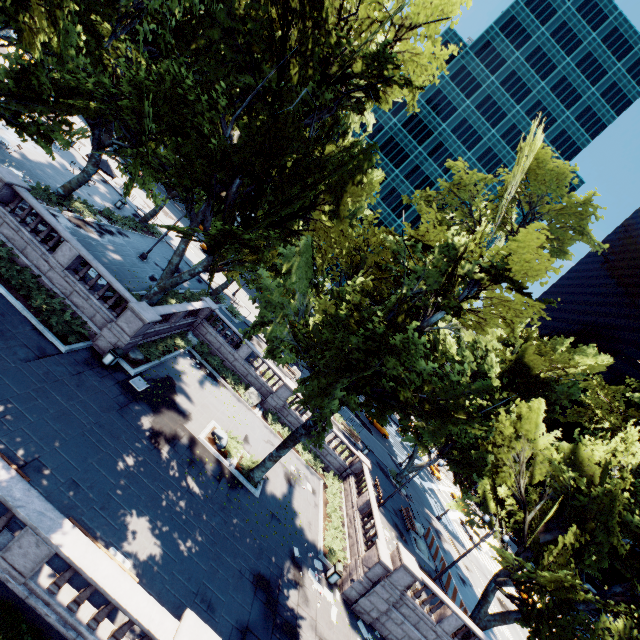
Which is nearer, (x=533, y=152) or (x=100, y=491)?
(x=100, y=491)

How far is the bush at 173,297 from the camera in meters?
23.7 m

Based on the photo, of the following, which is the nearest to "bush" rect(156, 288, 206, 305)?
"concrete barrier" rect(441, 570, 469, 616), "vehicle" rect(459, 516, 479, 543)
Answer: "concrete barrier" rect(441, 570, 469, 616)

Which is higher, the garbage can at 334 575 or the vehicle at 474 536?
the vehicle at 474 536

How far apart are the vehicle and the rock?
39.4 meters

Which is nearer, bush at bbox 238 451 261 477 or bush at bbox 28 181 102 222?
bush at bbox 238 451 261 477

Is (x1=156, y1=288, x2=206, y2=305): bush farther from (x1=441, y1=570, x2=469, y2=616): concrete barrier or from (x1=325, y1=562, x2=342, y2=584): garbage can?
(x1=441, y1=570, x2=469, y2=616): concrete barrier

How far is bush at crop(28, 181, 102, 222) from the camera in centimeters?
2109cm
